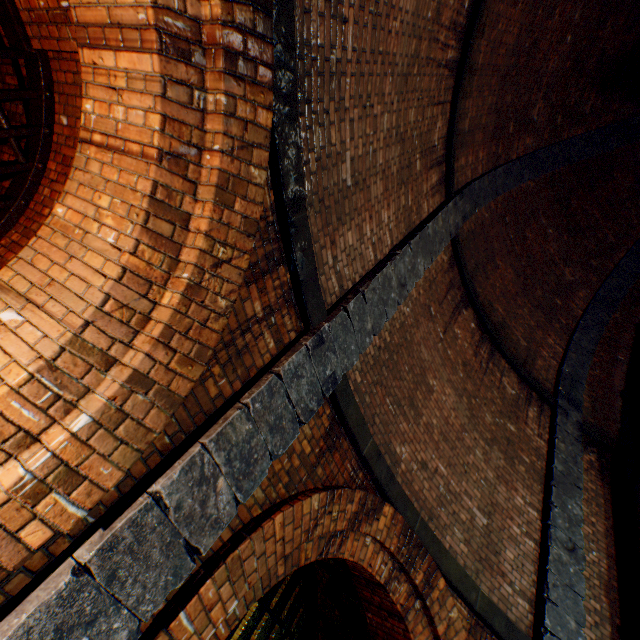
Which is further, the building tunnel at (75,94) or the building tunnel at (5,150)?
the building tunnel at (5,150)

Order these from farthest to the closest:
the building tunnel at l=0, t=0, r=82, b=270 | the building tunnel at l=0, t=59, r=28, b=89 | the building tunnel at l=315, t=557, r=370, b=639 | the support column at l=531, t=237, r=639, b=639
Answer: the building tunnel at l=315, t=557, r=370, b=639 < the support column at l=531, t=237, r=639, b=639 < the building tunnel at l=0, t=59, r=28, b=89 < the building tunnel at l=0, t=0, r=82, b=270

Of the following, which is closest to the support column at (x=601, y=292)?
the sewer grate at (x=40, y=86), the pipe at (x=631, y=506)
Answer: the pipe at (x=631, y=506)

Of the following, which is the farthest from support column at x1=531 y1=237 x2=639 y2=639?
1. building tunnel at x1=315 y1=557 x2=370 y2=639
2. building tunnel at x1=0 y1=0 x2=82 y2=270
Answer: building tunnel at x1=0 y1=0 x2=82 y2=270

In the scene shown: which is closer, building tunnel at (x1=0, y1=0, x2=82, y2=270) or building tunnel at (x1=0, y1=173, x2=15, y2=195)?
building tunnel at (x1=0, y1=0, x2=82, y2=270)

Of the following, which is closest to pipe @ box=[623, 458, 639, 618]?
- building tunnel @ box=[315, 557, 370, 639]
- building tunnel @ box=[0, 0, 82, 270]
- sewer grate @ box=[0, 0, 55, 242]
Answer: building tunnel @ box=[315, 557, 370, 639]

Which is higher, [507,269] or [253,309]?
[507,269]

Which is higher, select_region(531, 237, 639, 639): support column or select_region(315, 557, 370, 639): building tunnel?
select_region(531, 237, 639, 639): support column
